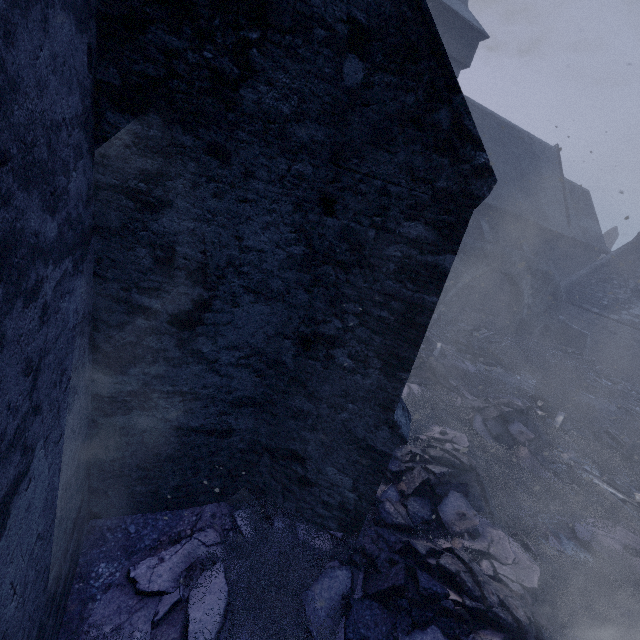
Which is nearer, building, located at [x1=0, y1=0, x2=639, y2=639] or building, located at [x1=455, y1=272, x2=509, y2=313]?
building, located at [x1=0, y1=0, x2=639, y2=639]

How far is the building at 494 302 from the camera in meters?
21.3 m

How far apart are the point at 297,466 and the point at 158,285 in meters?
2.8 m

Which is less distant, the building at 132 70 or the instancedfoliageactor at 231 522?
the building at 132 70

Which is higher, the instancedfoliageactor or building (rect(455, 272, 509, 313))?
building (rect(455, 272, 509, 313))

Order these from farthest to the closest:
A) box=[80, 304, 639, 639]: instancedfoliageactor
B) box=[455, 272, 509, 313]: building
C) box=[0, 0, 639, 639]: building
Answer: box=[455, 272, 509, 313]: building < box=[80, 304, 639, 639]: instancedfoliageactor < box=[0, 0, 639, 639]: building

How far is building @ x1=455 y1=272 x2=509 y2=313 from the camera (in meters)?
21.31
